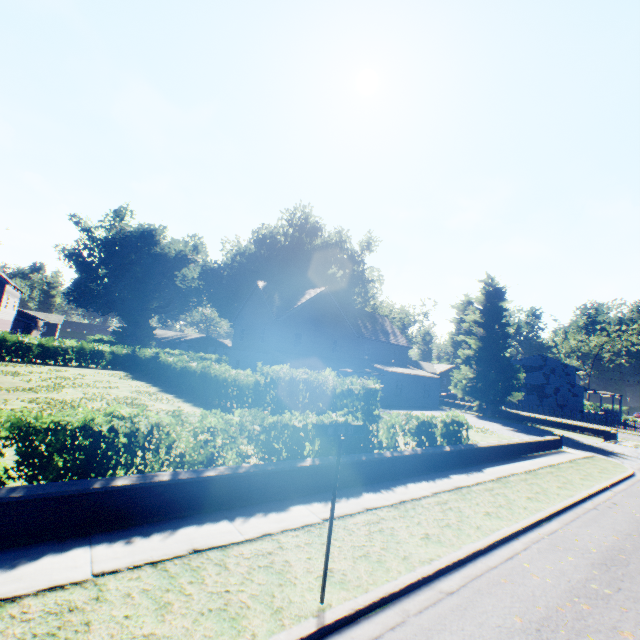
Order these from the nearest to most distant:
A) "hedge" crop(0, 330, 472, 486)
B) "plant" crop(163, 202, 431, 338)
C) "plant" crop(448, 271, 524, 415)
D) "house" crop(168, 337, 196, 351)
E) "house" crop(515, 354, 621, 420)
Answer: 1. "hedge" crop(0, 330, 472, 486)
2. "plant" crop(448, 271, 524, 415)
3. "plant" crop(163, 202, 431, 338)
4. "house" crop(515, 354, 621, 420)
5. "house" crop(168, 337, 196, 351)

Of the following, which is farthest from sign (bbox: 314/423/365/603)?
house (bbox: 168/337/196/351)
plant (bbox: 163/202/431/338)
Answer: house (bbox: 168/337/196/351)

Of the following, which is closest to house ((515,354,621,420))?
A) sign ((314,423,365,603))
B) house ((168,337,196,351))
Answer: house ((168,337,196,351))

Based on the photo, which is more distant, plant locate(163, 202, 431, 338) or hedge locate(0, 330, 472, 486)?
plant locate(163, 202, 431, 338)

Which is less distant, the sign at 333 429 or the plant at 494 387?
the sign at 333 429

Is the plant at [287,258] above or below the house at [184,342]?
above

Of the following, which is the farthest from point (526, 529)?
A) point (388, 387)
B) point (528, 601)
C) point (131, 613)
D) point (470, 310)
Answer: point (470, 310)

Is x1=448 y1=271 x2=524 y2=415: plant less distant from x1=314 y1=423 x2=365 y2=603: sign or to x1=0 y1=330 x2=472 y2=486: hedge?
x1=0 y1=330 x2=472 y2=486: hedge
